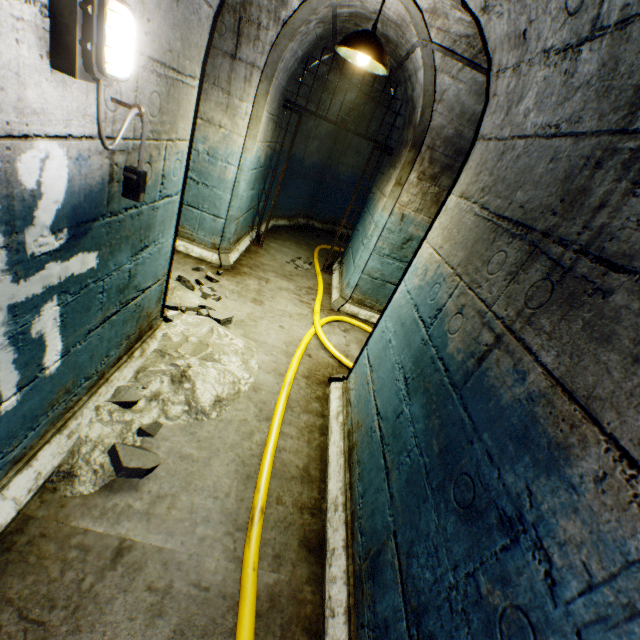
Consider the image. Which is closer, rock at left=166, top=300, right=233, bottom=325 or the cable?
the cable

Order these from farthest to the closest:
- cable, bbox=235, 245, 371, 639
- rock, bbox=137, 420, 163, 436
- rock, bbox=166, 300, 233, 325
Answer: rock, bbox=166, 300, 233, 325 → rock, bbox=137, 420, 163, 436 → cable, bbox=235, 245, 371, 639

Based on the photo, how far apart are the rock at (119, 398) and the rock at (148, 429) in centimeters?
21cm

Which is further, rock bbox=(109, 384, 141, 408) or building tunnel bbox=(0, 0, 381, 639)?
rock bbox=(109, 384, 141, 408)

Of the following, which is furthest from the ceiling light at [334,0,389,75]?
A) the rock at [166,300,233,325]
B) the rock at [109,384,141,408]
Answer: the rock at [109,384,141,408]

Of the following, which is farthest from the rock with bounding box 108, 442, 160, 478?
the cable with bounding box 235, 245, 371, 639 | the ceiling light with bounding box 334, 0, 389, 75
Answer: the ceiling light with bounding box 334, 0, 389, 75

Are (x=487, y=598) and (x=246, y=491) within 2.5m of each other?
yes

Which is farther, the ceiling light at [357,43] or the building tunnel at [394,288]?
the ceiling light at [357,43]
